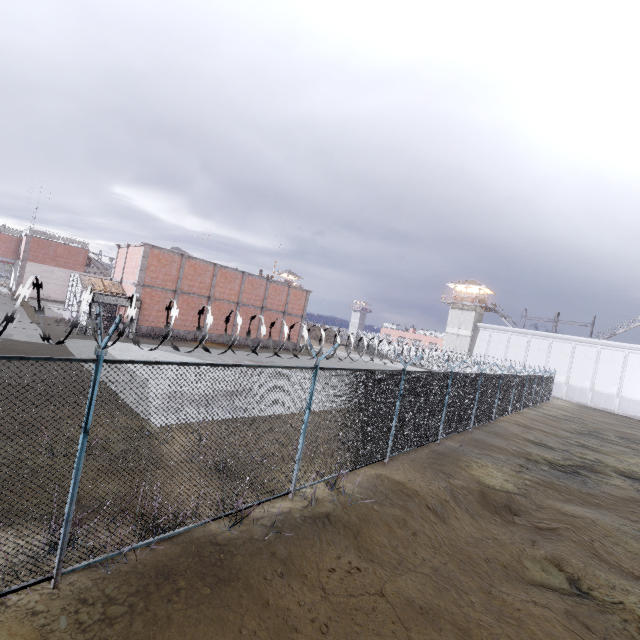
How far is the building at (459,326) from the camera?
49.97m

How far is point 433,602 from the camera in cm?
495

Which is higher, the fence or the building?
the building

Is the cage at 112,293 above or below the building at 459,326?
below

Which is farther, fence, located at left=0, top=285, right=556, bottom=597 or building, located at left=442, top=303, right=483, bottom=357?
building, located at left=442, top=303, right=483, bottom=357

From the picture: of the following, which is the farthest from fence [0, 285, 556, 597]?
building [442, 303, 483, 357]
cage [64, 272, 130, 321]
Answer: building [442, 303, 483, 357]

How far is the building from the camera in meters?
50.0 m
